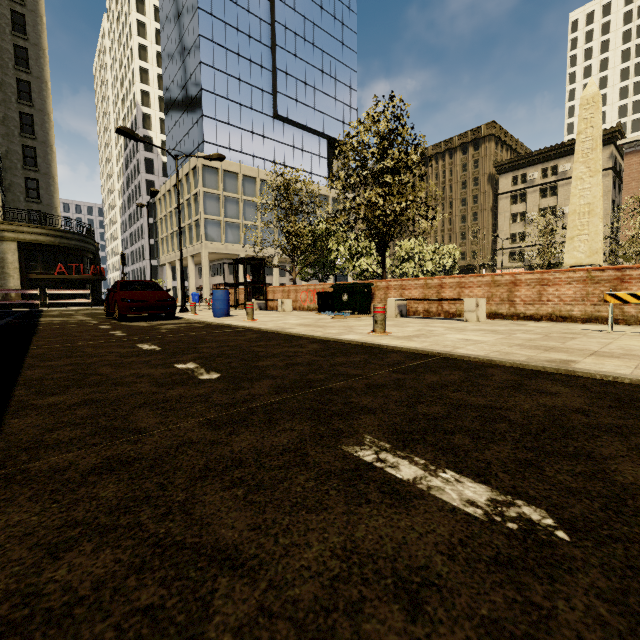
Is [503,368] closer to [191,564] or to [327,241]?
[191,564]

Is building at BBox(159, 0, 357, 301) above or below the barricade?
above

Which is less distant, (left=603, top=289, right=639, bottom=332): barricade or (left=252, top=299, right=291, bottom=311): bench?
(left=603, top=289, right=639, bottom=332): barricade

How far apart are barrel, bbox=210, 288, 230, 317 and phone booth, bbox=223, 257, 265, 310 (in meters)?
4.44

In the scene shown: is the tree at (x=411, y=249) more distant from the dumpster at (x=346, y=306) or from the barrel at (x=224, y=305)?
the barrel at (x=224, y=305)

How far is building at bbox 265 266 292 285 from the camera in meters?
43.7

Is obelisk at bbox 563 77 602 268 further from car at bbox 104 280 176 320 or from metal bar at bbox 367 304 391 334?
car at bbox 104 280 176 320

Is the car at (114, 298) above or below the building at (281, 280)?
below
